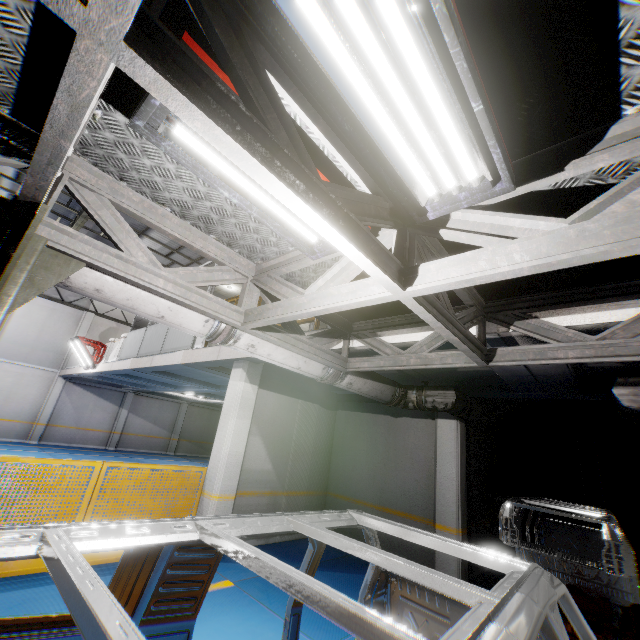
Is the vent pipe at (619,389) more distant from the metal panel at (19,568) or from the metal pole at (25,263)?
the metal pole at (25,263)

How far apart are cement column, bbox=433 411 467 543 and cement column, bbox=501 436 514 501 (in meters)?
3.88

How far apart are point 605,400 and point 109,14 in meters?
8.1 m

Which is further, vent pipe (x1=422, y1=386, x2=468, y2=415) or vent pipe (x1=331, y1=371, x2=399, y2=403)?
vent pipe (x1=422, y1=386, x2=468, y2=415)

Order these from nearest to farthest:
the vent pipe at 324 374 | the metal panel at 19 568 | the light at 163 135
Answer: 1. the light at 163 135
2. the vent pipe at 324 374
3. the metal panel at 19 568

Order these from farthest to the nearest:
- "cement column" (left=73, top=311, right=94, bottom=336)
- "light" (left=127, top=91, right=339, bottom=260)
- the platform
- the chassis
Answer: "cement column" (left=73, top=311, right=94, bottom=336), the platform, "light" (left=127, top=91, right=339, bottom=260), the chassis

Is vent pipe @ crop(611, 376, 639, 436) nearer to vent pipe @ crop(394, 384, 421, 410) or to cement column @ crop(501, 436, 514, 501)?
vent pipe @ crop(394, 384, 421, 410)

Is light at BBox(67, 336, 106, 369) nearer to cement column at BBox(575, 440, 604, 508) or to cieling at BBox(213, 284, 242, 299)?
cieling at BBox(213, 284, 242, 299)
